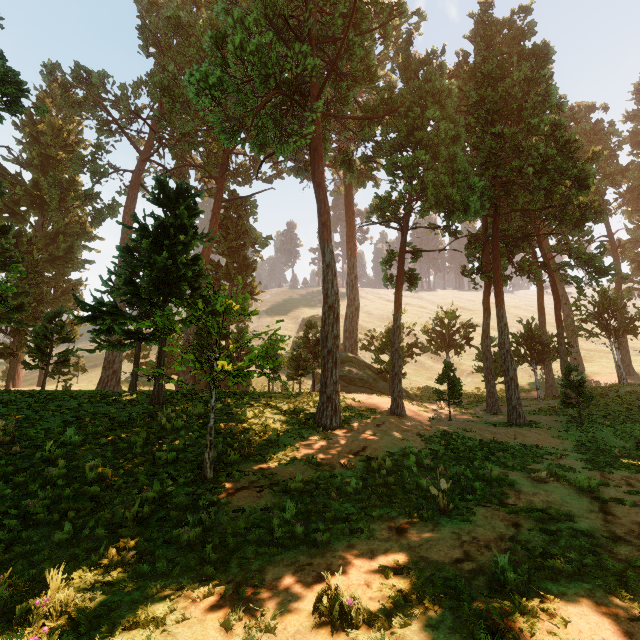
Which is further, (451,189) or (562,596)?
(451,189)
